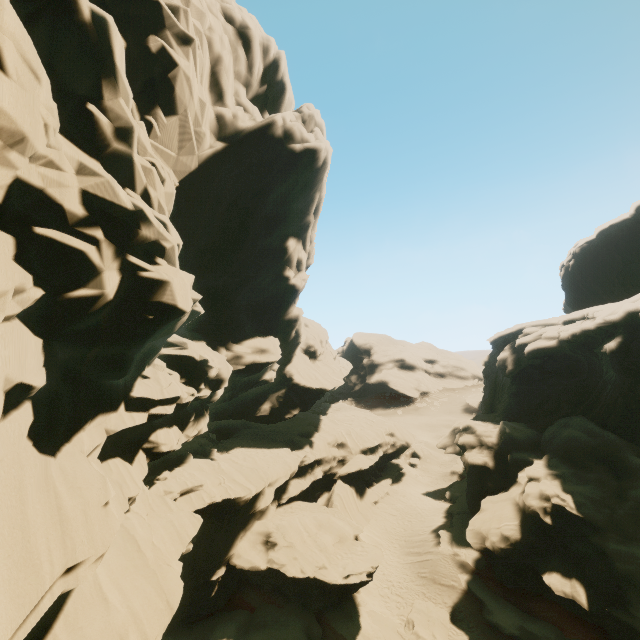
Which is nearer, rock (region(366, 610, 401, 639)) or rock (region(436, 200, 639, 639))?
rock (region(436, 200, 639, 639))

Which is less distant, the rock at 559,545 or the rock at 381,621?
the rock at 559,545

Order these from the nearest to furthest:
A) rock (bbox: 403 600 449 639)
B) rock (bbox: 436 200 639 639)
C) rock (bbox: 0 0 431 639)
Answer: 1. rock (bbox: 0 0 431 639)
2. rock (bbox: 436 200 639 639)
3. rock (bbox: 403 600 449 639)

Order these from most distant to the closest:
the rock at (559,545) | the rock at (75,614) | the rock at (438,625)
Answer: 1. the rock at (438,625)
2. the rock at (559,545)
3. the rock at (75,614)

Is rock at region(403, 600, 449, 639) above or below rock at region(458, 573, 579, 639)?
below

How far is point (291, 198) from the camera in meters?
29.5
